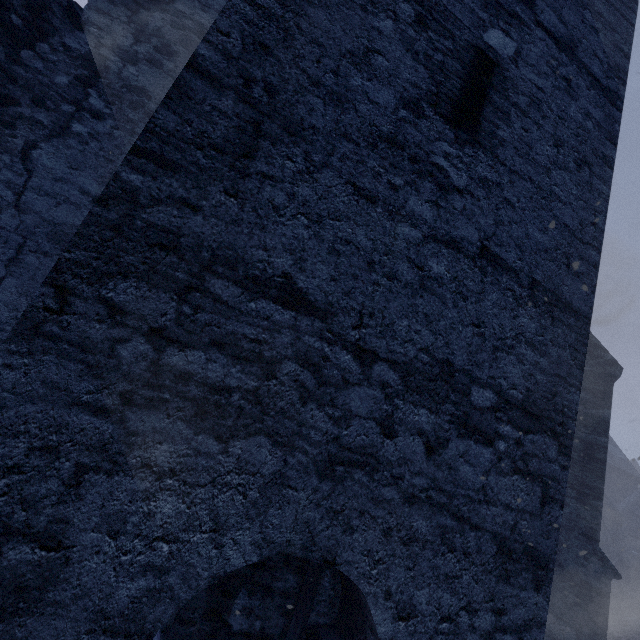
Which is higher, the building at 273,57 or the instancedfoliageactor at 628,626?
the building at 273,57

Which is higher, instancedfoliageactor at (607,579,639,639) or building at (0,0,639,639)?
building at (0,0,639,639)

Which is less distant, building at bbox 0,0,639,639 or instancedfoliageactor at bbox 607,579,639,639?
building at bbox 0,0,639,639

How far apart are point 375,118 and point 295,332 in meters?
1.6 m

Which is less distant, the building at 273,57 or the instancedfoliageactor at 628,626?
the building at 273,57
